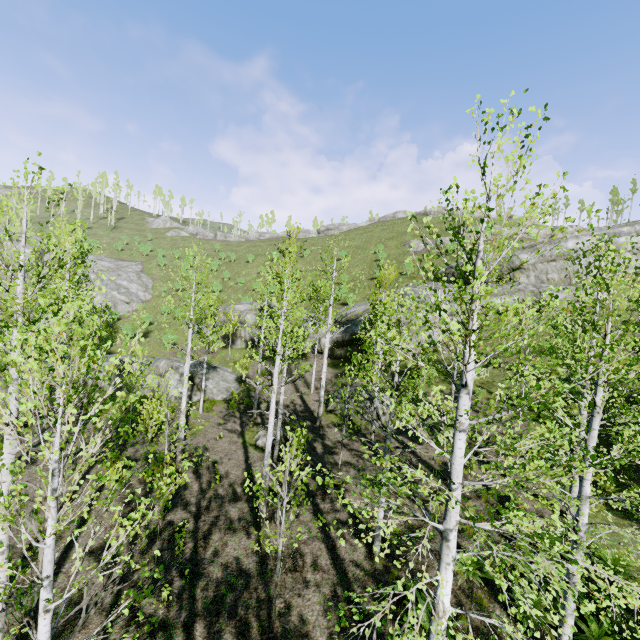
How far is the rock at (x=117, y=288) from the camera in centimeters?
3781cm

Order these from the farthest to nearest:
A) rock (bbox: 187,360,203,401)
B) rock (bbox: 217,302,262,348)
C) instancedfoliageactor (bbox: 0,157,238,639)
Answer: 1. rock (bbox: 217,302,262,348)
2. rock (bbox: 187,360,203,401)
3. instancedfoliageactor (bbox: 0,157,238,639)

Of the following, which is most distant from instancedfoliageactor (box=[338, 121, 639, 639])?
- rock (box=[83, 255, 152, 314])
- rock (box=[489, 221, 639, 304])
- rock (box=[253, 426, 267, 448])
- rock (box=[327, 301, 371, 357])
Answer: rock (box=[489, 221, 639, 304])

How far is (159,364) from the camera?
22.6m

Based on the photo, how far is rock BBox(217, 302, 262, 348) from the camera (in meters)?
29.02

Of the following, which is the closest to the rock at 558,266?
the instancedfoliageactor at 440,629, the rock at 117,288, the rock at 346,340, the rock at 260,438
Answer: the rock at 346,340

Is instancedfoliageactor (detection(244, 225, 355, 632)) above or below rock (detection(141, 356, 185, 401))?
above

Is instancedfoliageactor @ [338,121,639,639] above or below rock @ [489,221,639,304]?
below
